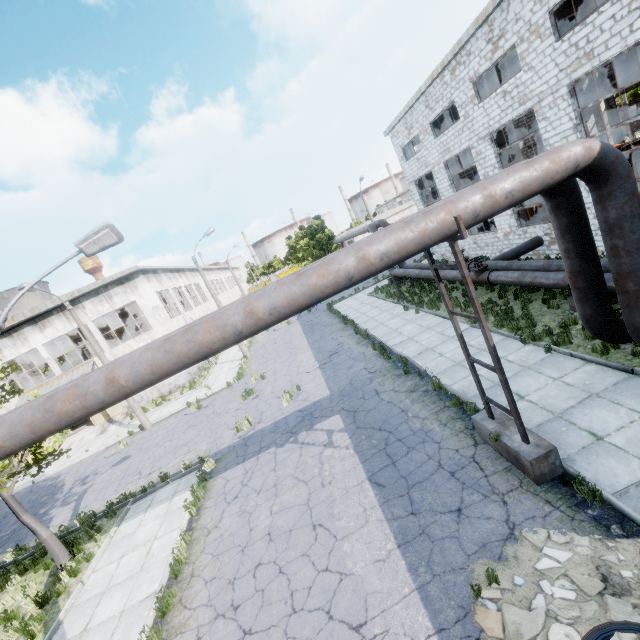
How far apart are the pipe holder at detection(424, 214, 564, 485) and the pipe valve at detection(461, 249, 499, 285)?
8.47m

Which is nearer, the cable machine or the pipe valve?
the pipe valve

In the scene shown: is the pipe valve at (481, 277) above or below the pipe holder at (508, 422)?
above

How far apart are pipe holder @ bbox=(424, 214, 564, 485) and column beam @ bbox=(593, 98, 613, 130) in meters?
33.3 m

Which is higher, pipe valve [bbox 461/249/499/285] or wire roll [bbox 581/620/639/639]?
pipe valve [bbox 461/249/499/285]

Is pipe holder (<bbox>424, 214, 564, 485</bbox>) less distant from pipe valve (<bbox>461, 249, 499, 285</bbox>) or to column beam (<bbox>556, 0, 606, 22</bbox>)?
pipe valve (<bbox>461, 249, 499, 285</bbox>)

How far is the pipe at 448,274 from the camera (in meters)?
16.73

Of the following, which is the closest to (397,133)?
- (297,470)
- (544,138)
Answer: (544,138)
